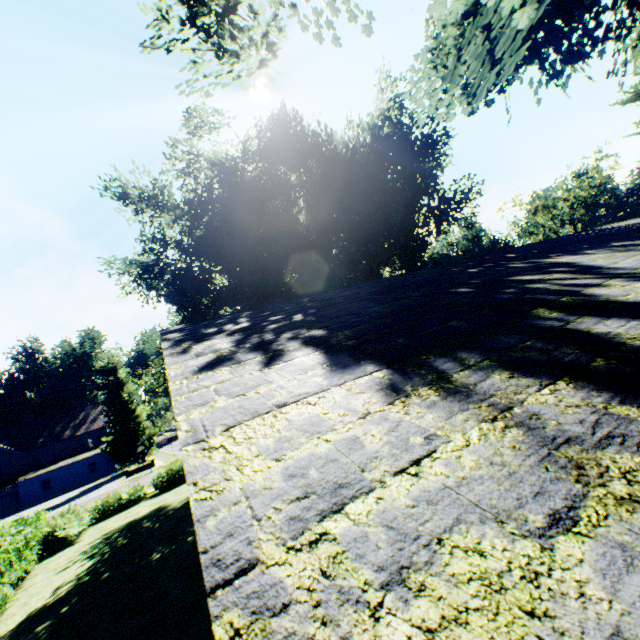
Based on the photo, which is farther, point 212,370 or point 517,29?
point 517,29

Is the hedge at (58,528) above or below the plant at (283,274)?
below

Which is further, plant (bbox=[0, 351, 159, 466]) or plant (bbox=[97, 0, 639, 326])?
plant (bbox=[0, 351, 159, 466])

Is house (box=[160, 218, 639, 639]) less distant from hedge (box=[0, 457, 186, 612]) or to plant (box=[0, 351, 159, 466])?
plant (box=[0, 351, 159, 466])

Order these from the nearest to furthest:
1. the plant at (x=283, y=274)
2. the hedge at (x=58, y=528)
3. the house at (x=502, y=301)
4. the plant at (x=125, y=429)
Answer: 1. the house at (x=502, y=301)
2. the plant at (x=283, y=274)
3. the hedge at (x=58, y=528)
4. the plant at (x=125, y=429)

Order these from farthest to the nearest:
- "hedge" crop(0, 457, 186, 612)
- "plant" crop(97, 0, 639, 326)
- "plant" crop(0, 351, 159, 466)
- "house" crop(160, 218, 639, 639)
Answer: "plant" crop(0, 351, 159, 466), "hedge" crop(0, 457, 186, 612), "plant" crop(97, 0, 639, 326), "house" crop(160, 218, 639, 639)
